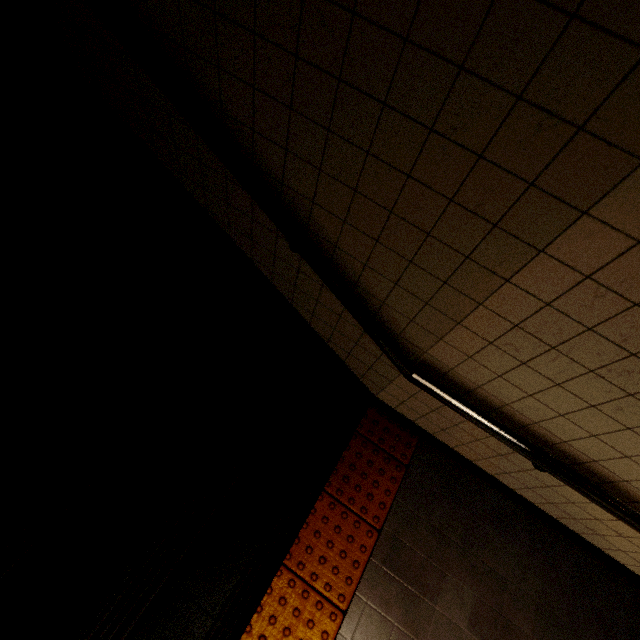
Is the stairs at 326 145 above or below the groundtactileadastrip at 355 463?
above

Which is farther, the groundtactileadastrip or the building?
the groundtactileadastrip

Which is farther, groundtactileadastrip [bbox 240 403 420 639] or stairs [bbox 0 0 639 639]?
groundtactileadastrip [bbox 240 403 420 639]

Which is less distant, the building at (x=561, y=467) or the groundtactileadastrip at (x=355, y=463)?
the building at (x=561, y=467)

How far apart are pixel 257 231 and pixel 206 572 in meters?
1.7 m

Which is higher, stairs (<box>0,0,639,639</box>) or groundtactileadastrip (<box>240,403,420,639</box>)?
stairs (<box>0,0,639,639</box>)
